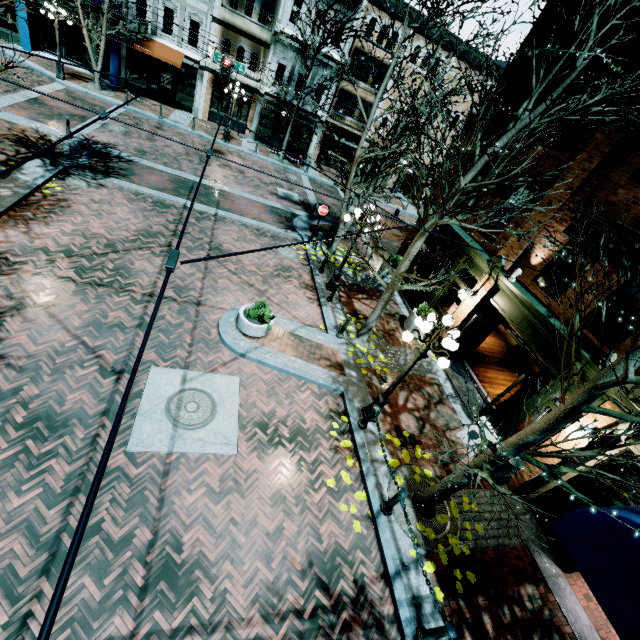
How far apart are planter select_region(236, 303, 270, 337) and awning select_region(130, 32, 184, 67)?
21.7 meters

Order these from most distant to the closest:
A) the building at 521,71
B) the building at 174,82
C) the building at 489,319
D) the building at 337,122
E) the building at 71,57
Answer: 1. the building at 337,122
2. the building at 174,82
3. the building at 71,57
4. the building at 521,71
5. the building at 489,319

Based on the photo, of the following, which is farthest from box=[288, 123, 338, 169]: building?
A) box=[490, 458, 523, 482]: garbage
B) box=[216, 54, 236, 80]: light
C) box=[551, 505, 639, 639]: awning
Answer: box=[551, 505, 639, 639]: awning

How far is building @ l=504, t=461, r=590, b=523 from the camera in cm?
770

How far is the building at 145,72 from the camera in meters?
21.7 m

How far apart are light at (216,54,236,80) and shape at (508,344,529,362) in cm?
1874

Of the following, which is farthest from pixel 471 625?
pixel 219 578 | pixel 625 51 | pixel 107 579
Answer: pixel 625 51

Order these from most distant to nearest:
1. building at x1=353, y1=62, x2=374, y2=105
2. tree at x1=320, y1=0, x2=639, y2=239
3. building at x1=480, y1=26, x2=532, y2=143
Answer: building at x1=353, y1=62, x2=374, y2=105
building at x1=480, y1=26, x2=532, y2=143
tree at x1=320, y1=0, x2=639, y2=239
